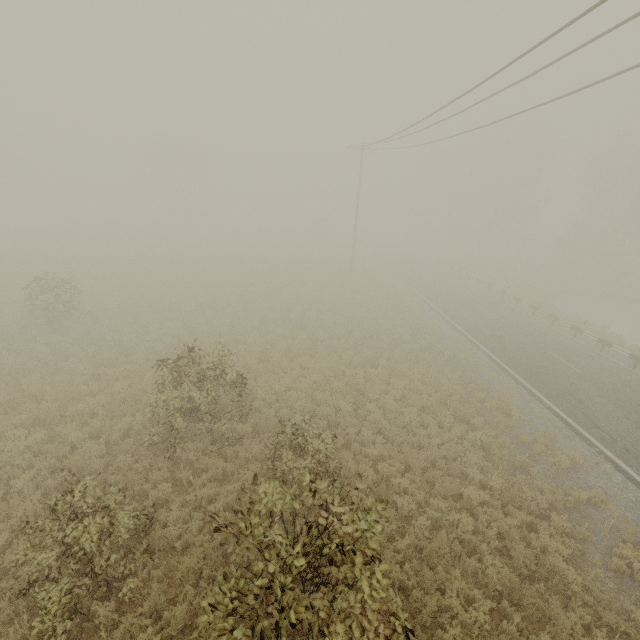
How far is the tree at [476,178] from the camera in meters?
42.1

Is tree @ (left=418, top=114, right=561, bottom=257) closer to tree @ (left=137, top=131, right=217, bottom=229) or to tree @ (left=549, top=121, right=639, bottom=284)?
tree @ (left=549, top=121, right=639, bottom=284)

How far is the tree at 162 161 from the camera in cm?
4978

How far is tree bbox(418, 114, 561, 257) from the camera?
42.1 meters

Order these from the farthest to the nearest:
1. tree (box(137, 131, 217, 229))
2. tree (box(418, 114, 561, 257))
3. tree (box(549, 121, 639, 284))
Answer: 1. tree (box(137, 131, 217, 229))
2. tree (box(418, 114, 561, 257))
3. tree (box(549, 121, 639, 284))

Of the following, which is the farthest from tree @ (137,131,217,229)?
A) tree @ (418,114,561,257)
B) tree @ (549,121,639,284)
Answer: tree @ (549,121,639,284)

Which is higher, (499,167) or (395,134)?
(499,167)
